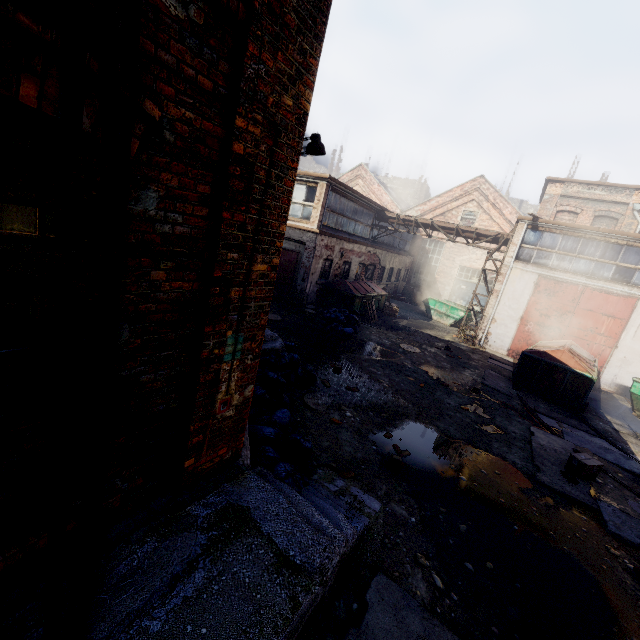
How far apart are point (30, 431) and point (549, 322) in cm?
1839

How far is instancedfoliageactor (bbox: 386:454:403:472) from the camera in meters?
5.7

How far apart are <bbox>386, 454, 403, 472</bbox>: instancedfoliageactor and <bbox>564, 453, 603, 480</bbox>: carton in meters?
4.0 m

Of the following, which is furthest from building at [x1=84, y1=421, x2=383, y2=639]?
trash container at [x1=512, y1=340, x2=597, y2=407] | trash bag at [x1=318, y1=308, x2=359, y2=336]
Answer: trash container at [x1=512, y1=340, x2=597, y2=407]

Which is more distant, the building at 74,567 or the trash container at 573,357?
the trash container at 573,357

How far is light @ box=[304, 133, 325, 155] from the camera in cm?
630

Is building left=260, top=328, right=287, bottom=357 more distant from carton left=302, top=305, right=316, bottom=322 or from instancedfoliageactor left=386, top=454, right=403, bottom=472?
carton left=302, top=305, right=316, bottom=322

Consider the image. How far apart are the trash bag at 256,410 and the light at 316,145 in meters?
3.5 m
